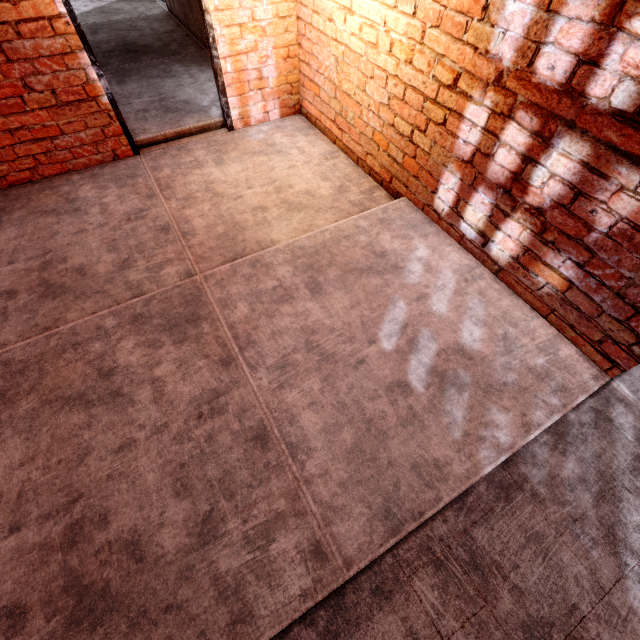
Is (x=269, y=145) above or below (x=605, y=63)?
below
